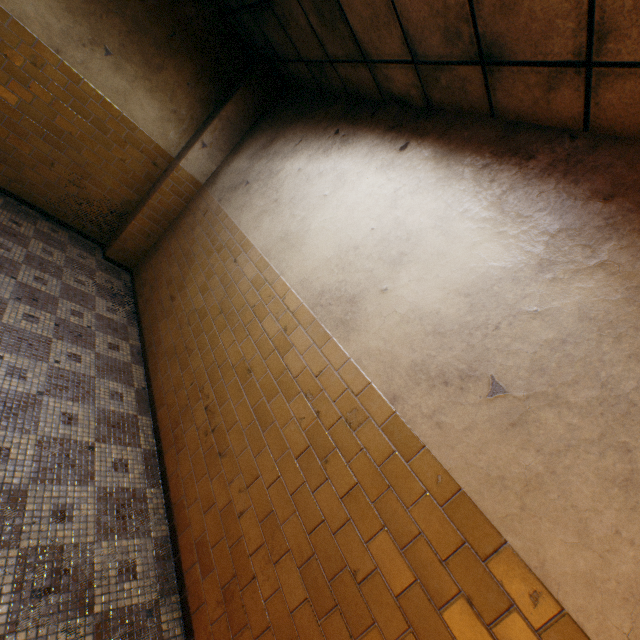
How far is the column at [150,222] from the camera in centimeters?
495cm

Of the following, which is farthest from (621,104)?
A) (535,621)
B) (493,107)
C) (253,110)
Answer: (253,110)

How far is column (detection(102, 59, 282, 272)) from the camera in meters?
4.9
